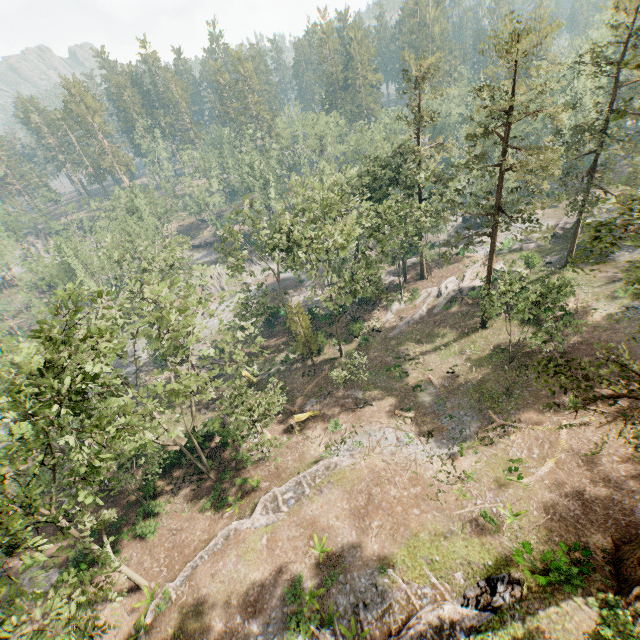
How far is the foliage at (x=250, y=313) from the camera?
25.0 meters

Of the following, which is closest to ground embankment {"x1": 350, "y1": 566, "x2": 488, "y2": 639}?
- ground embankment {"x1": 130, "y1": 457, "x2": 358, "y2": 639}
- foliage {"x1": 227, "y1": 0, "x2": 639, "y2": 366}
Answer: foliage {"x1": 227, "y1": 0, "x2": 639, "y2": 366}

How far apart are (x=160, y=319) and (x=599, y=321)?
38.14m

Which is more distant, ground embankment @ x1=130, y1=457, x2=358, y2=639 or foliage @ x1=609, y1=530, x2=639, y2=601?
ground embankment @ x1=130, y1=457, x2=358, y2=639

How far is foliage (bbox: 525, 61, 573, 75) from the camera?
21.5 meters

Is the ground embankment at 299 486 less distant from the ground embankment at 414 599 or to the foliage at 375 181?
the foliage at 375 181

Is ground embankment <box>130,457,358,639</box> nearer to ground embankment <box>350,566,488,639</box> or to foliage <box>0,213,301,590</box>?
foliage <box>0,213,301,590</box>
